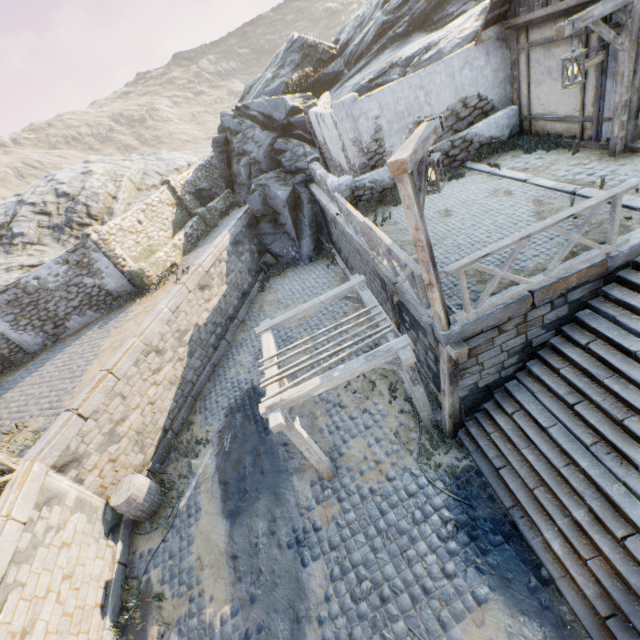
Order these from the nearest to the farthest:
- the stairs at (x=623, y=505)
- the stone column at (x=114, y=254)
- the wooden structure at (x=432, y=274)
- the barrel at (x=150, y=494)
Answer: the wooden structure at (x=432, y=274) → the stairs at (x=623, y=505) → the barrel at (x=150, y=494) → the stone column at (x=114, y=254)

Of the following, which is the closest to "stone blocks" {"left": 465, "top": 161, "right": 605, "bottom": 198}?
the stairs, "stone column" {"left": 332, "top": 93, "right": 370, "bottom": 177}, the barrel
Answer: the stairs

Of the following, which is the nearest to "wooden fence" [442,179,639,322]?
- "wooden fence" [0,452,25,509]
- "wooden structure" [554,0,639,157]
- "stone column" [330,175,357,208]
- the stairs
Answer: the stairs

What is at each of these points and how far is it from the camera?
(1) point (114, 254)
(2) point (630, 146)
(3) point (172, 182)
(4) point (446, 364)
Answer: (1) stone column, 14.10m
(2) building, 7.16m
(3) stone column, 17.75m
(4) wooden structure, 6.03m

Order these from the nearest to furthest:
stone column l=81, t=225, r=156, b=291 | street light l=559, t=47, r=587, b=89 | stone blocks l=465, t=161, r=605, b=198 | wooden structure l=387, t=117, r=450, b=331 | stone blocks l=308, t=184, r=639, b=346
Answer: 1. wooden structure l=387, t=117, r=450, b=331
2. stone blocks l=308, t=184, r=639, b=346
3. street light l=559, t=47, r=587, b=89
4. stone blocks l=465, t=161, r=605, b=198
5. stone column l=81, t=225, r=156, b=291

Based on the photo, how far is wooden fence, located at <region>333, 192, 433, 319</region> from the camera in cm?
562

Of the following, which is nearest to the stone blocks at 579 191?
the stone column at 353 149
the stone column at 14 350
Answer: the stone column at 353 149

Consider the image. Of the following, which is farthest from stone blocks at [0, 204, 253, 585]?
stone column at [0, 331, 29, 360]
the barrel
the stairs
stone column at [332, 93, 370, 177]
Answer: stone column at [0, 331, 29, 360]
